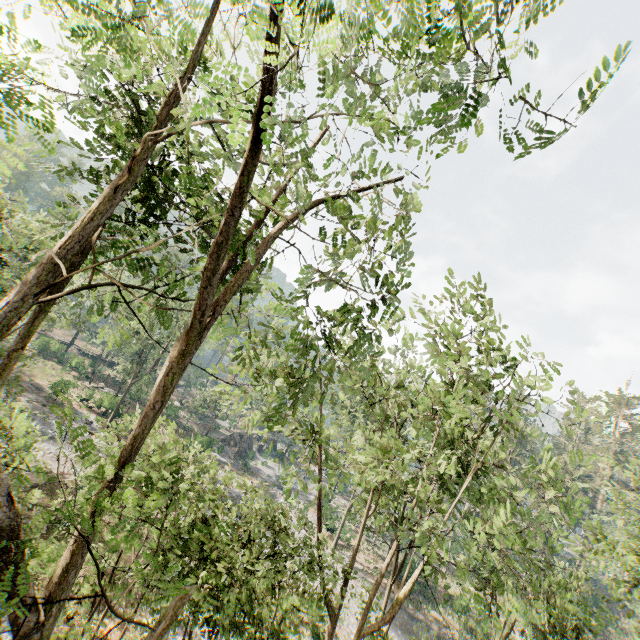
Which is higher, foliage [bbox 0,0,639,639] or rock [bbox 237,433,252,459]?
foliage [bbox 0,0,639,639]

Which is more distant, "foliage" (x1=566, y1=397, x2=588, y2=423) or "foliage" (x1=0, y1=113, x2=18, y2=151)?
"foliage" (x1=566, y1=397, x2=588, y2=423)

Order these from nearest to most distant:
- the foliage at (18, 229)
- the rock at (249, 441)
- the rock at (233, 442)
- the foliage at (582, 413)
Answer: the foliage at (18, 229)
the foliage at (582, 413)
the rock at (249, 441)
the rock at (233, 442)

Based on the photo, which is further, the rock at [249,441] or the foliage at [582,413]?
the rock at [249,441]

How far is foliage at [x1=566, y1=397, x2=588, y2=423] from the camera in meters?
11.2 m

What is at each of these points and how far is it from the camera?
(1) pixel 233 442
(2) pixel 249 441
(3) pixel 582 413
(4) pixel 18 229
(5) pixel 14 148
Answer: (1) rock, 53.8m
(2) rock, 57.5m
(3) foliage, 11.3m
(4) foliage, 36.0m
(5) foliage, 6.9m

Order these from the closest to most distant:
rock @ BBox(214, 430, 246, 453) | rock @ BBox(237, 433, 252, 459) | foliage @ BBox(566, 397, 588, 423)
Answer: foliage @ BBox(566, 397, 588, 423), rock @ BBox(237, 433, 252, 459), rock @ BBox(214, 430, 246, 453)

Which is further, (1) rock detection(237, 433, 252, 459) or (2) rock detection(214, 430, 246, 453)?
(2) rock detection(214, 430, 246, 453)
